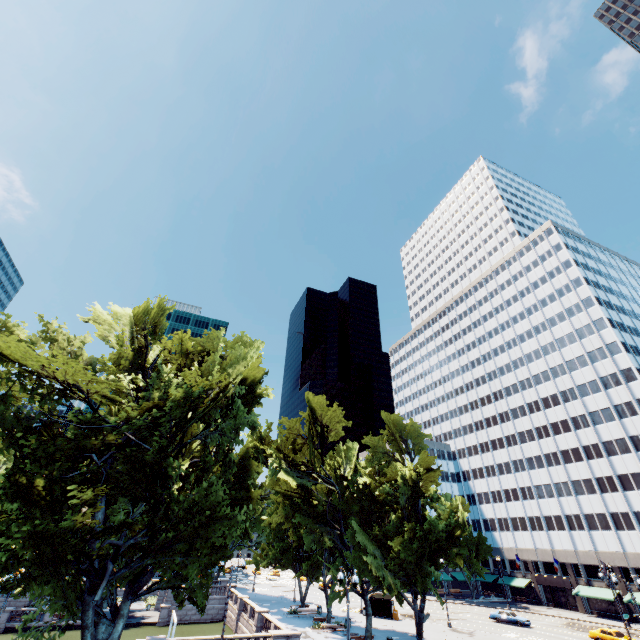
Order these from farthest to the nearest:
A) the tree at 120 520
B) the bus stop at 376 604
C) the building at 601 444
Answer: the building at 601 444 → the bus stop at 376 604 → the tree at 120 520

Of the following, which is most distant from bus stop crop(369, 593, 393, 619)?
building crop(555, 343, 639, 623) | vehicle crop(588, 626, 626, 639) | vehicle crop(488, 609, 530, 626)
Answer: vehicle crop(588, 626, 626, 639)

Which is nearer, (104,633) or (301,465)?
(104,633)

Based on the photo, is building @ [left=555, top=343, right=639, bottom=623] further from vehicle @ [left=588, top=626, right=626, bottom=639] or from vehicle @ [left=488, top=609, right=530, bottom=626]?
vehicle @ [left=488, top=609, right=530, bottom=626]

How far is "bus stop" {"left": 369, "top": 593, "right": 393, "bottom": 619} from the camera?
45.6 meters

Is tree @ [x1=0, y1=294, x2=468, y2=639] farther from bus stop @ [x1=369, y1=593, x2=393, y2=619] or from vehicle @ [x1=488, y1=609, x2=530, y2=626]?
vehicle @ [x1=488, y1=609, x2=530, y2=626]

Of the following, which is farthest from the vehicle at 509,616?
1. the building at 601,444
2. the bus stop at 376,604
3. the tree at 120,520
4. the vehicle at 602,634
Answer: the building at 601,444

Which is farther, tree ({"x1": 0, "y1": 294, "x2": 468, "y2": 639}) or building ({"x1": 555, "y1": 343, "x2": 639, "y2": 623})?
building ({"x1": 555, "y1": 343, "x2": 639, "y2": 623})
